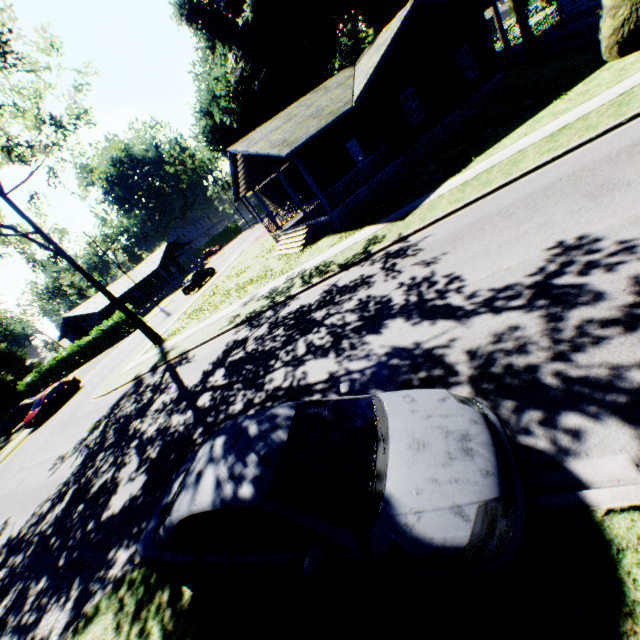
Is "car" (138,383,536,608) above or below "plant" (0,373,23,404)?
below

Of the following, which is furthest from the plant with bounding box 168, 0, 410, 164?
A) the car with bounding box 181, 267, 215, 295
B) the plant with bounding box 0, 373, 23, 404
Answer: the plant with bounding box 0, 373, 23, 404

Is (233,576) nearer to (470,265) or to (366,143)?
(470,265)

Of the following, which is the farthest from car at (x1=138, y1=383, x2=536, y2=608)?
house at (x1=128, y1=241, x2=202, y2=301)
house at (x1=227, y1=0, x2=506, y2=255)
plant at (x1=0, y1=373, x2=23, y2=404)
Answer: plant at (x1=0, y1=373, x2=23, y2=404)

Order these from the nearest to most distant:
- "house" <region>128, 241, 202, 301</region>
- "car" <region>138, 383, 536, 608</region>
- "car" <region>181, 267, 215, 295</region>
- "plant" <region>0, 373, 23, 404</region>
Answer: "car" <region>138, 383, 536, 608</region>, "car" <region>181, 267, 215, 295</region>, "plant" <region>0, 373, 23, 404</region>, "house" <region>128, 241, 202, 301</region>

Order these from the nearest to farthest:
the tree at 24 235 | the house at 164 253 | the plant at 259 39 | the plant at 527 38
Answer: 1. the tree at 24 235
2. the plant at 527 38
3. the plant at 259 39
4. the house at 164 253

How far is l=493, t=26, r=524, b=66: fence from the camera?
25.61m

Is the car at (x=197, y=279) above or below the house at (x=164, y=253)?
below
